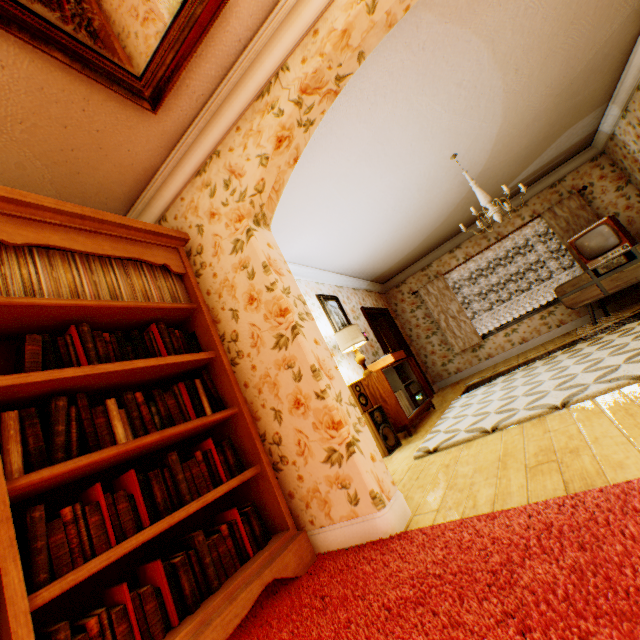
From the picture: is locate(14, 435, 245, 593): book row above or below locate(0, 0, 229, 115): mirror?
below

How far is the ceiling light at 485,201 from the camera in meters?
4.2

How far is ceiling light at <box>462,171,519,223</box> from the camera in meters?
4.2

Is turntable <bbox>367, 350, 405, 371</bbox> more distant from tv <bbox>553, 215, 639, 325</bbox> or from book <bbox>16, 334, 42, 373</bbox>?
book <bbox>16, 334, 42, 373</bbox>

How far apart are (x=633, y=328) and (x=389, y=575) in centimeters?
453cm

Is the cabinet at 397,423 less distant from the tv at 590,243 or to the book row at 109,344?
the book row at 109,344

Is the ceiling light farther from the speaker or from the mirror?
the mirror

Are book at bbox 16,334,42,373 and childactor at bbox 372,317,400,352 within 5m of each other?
no
